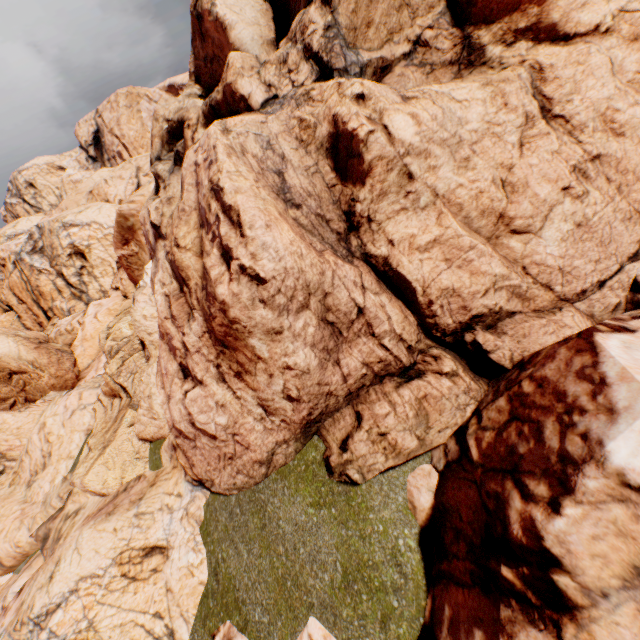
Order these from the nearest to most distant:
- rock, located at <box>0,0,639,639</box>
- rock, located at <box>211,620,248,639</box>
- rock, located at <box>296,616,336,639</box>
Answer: rock, located at <box>0,0,639,639</box>, rock, located at <box>296,616,336,639</box>, rock, located at <box>211,620,248,639</box>

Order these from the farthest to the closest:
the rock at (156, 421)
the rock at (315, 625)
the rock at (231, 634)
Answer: the rock at (231, 634), the rock at (315, 625), the rock at (156, 421)

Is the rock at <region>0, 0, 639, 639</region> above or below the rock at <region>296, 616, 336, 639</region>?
above

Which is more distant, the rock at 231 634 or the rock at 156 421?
the rock at 231 634

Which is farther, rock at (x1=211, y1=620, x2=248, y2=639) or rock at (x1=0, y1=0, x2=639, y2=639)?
rock at (x1=211, y1=620, x2=248, y2=639)

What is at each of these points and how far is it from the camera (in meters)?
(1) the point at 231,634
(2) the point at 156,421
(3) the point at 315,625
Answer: (1) rock, 6.27
(2) rock, 9.38
(3) rock, 5.36
